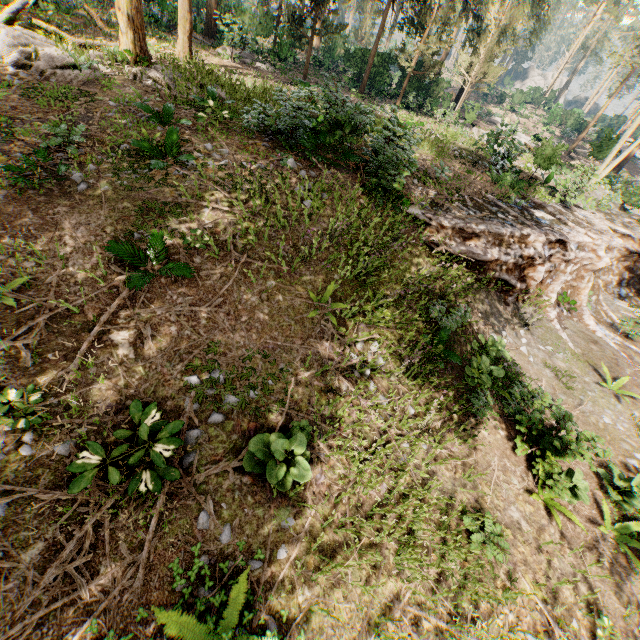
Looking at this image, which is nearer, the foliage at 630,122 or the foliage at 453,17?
the foliage at 630,122

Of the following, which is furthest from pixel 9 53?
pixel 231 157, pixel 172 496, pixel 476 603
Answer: pixel 476 603

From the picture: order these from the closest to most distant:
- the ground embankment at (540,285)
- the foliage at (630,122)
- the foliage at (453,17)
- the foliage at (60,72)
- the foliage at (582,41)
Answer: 1. the foliage at (60,72)
2. the ground embankment at (540,285)
3. the foliage at (630,122)
4. the foliage at (453,17)
5. the foliage at (582,41)

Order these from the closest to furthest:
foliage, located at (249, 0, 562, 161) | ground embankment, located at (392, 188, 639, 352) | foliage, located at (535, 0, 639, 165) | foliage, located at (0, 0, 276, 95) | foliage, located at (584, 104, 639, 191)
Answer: foliage, located at (0, 0, 276, 95) → ground embankment, located at (392, 188, 639, 352) → foliage, located at (584, 104, 639, 191) → foliage, located at (249, 0, 562, 161) → foliage, located at (535, 0, 639, 165)

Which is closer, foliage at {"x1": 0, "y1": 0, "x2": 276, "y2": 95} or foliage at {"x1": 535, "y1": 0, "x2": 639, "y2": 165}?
foliage at {"x1": 0, "y1": 0, "x2": 276, "y2": 95}

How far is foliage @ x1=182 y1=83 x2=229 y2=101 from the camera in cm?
1184

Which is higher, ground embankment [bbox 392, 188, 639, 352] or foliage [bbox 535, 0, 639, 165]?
foliage [bbox 535, 0, 639, 165]
